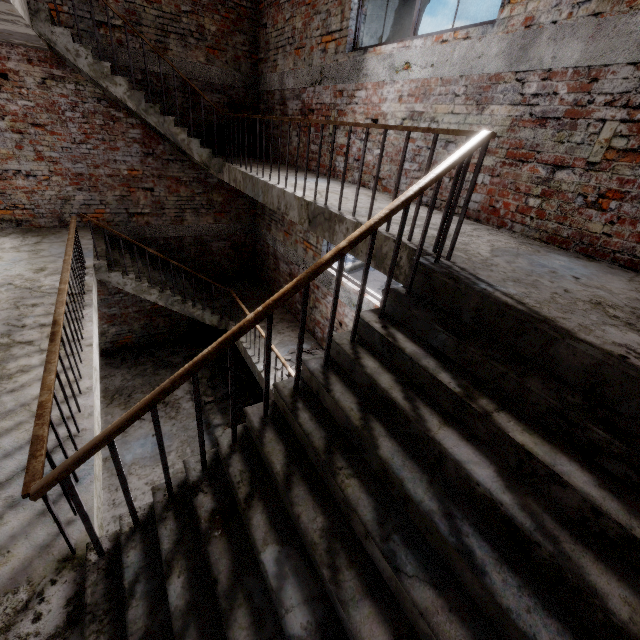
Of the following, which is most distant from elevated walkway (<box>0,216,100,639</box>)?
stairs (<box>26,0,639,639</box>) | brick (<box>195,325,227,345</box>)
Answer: brick (<box>195,325,227,345</box>)

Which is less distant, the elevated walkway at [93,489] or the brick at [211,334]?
the elevated walkway at [93,489]

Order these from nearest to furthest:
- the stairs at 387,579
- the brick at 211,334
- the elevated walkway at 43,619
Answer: the stairs at 387,579 < the elevated walkway at 43,619 < the brick at 211,334

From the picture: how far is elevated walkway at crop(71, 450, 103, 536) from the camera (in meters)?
2.28

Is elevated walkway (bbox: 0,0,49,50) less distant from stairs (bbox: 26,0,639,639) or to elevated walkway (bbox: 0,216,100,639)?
stairs (bbox: 26,0,639,639)

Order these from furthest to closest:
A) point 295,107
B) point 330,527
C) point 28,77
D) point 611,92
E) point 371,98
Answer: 1. point 295,107
2. point 28,77
3. point 371,98
4. point 611,92
5. point 330,527

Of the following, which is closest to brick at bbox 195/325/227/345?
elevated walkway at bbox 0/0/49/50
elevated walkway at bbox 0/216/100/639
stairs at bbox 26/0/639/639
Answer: stairs at bbox 26/0/639/639

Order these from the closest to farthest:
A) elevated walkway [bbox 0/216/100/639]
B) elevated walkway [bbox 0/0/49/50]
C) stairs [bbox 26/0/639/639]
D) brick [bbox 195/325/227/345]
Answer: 1. stairs [bbox 26/0/639/639]
2. elevated walkway [bbox 0/216/100/639]
3. elevated walkway [bbox 0/0/49/50]
4. brick [bbox 195/325/227/345]
